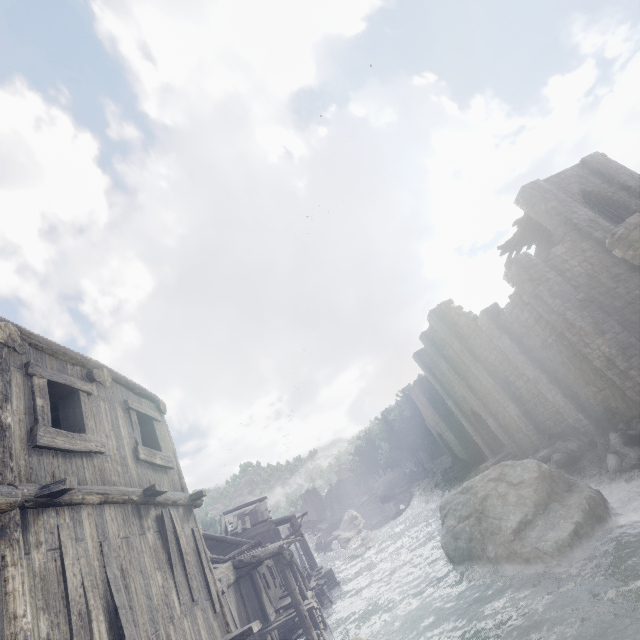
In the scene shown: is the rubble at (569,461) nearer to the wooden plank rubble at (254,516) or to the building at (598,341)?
the building at (598,341)

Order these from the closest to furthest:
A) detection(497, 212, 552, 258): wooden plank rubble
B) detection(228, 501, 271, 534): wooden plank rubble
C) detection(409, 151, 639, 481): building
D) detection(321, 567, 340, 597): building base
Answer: detection(409, 151, 639, 481): building, detection(497, 212, 552, 258): wooden plank rubble, detection(321, 567, 340, 597): building base, detection(228, 501, 271, 534): wooden plank rubble

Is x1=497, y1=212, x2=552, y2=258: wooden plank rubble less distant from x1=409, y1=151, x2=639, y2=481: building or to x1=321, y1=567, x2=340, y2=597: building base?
x1=409, y1=151, x2=639, y2=481: building

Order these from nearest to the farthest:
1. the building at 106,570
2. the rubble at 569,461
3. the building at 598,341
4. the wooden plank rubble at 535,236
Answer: the building at 106,570 → the rubble at 569,461 → the building at 598,341 → the wooden plank rubble at 535,236

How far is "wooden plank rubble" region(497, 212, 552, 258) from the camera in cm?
2097

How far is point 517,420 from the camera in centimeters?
2320cm

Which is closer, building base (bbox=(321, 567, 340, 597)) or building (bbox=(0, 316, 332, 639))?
building (bbox=(0, 316, 332, 639))

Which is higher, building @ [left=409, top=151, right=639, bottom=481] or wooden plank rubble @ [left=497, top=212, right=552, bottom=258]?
wooden plank rubble @ [left=497, top=212, right=552, bottom=258]
